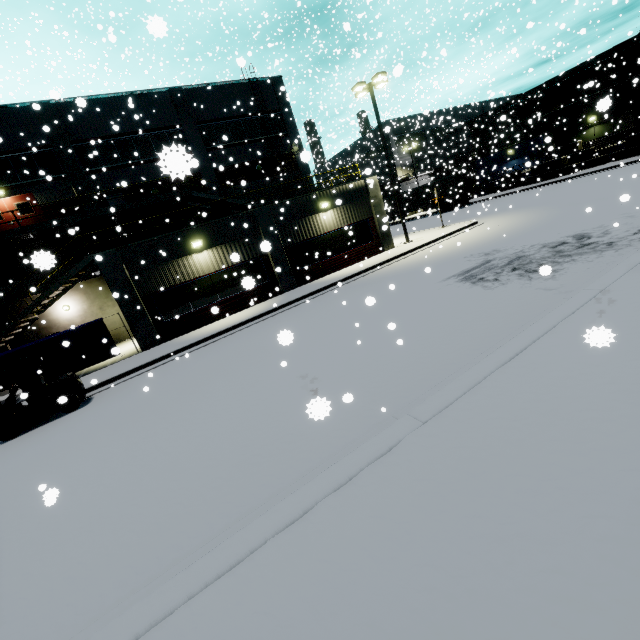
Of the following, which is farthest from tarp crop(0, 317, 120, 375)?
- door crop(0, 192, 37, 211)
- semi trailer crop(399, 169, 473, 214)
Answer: semi trailer crop(399, 169, 473, 214)

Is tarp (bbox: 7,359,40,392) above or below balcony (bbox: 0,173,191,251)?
below

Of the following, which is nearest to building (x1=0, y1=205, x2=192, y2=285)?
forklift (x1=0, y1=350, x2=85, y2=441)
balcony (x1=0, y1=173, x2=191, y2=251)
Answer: balcony (x1=0, y1=173, x2=191, y2=251)

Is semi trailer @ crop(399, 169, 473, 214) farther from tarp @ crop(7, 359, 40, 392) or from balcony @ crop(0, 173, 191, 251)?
tarp @ crop(7, 359, 40, 392)

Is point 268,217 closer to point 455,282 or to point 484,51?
point 455,282

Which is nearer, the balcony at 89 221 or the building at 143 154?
the balcony at 89 221

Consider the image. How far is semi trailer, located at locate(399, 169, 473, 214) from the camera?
36.98m

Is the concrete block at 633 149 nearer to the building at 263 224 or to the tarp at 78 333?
the building at 263 224
